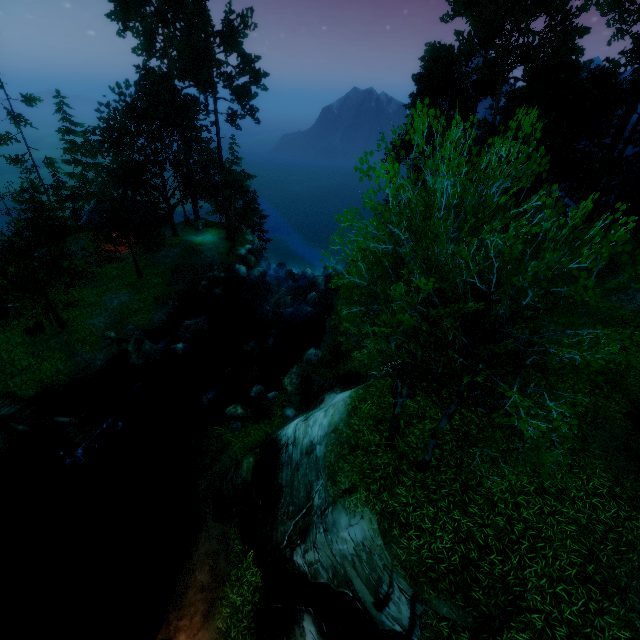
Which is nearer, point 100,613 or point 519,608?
point 519,608

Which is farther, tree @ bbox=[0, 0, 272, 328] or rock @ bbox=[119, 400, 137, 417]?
tree @ bbox=[0, 0, 272, 328]

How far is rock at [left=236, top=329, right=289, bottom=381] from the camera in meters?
22.6 m

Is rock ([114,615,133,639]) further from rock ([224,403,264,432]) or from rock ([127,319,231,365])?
rock ([127,319,231,365])

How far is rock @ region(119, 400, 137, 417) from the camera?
19.8 meters

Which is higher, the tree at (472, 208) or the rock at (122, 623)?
the tree at (472, 208)

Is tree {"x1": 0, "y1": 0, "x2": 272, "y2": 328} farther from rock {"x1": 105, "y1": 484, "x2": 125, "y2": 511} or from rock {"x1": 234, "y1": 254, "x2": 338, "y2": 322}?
rock {"x1": 105, "y1": 484, "x2": 125, "y2": 511}

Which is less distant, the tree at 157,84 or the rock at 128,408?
the rock at 128,408
